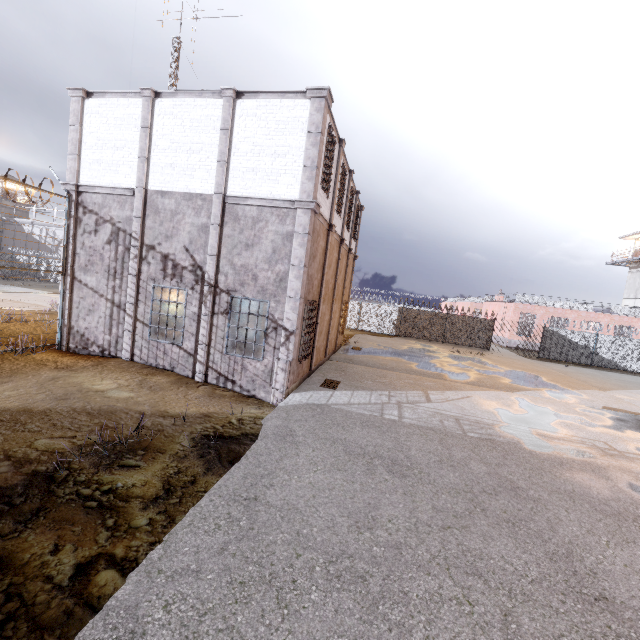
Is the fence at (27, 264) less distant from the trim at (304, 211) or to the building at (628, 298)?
the trim at (304, 211)

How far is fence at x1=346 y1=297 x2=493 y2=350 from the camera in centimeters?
2900cm

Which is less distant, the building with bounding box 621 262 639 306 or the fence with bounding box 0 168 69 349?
the fence with bounding box 0 168 69 349

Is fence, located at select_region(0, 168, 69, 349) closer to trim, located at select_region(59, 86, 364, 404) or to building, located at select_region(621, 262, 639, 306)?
trim, located at select_region(59, 86, 364, 404)

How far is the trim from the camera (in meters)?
9.76

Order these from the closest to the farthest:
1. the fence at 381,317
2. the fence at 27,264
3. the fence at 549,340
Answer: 1. the fence at 27,264
2. the fence at 549,340
3. the fence at 381,317

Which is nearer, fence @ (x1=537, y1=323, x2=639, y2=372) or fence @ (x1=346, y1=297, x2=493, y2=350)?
fence @ (x1=537, y1=323, x2=639, y2=372)

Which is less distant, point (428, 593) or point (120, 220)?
point (428, 593)
